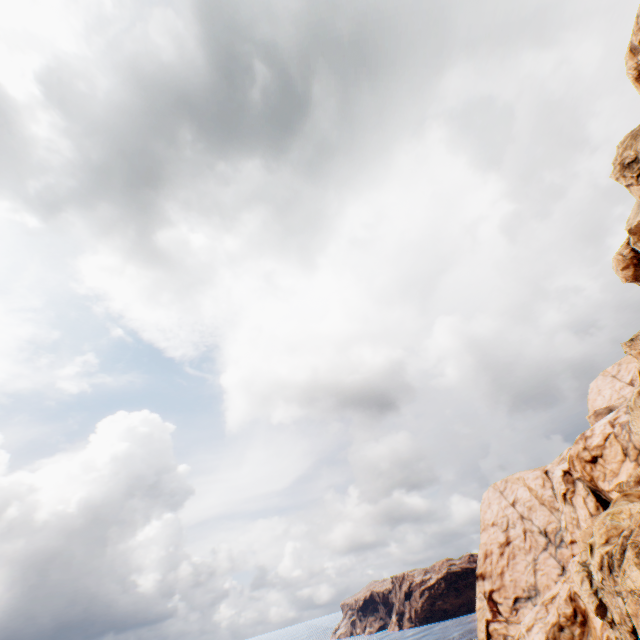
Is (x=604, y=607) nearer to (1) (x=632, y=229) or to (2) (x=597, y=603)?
(2) (x=597, y=603)

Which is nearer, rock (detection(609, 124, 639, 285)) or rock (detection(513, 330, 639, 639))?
rock (detection(609, 124, 639, 285))

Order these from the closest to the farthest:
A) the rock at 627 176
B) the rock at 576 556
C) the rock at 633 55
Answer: the rock at 633 55, the rock at 627 176, the rock at 576 556

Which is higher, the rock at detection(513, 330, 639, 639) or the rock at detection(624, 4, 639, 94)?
the rock at detection(624, 4, 639, 94)

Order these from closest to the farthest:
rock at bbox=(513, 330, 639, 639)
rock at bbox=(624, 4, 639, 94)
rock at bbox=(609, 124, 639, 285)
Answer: rock at bbox=(624, 4, 639, 94), rock at bbox=(609, 124, 639, 285), rock at bbox=(513, 330, 639, 639)

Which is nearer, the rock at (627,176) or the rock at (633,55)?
the rock at (633,55)
